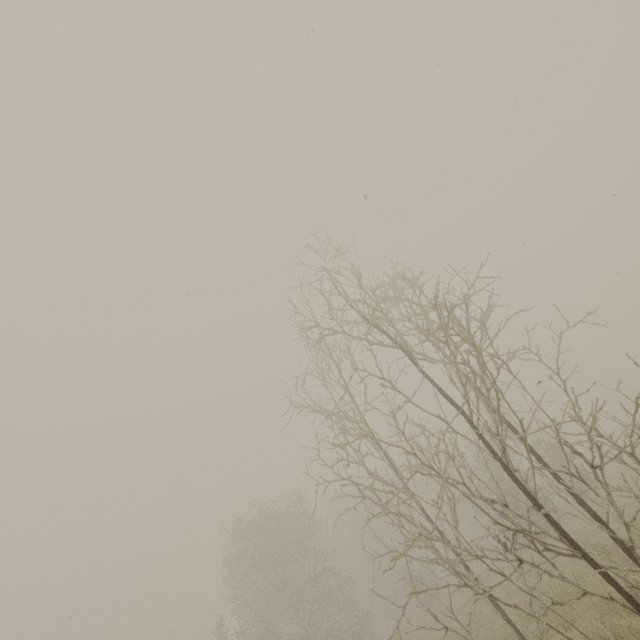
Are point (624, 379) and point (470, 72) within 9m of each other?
no
